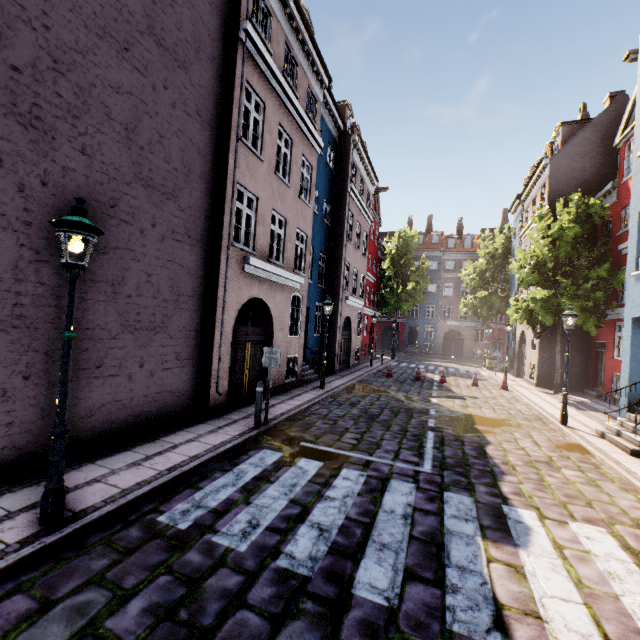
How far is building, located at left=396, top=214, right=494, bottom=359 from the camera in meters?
40.5

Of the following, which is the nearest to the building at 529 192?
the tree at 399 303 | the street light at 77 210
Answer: the street light at 77 210

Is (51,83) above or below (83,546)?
above

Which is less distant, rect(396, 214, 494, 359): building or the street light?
the street light

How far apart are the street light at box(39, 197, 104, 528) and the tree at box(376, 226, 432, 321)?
30.4m

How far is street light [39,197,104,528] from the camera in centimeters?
373cm

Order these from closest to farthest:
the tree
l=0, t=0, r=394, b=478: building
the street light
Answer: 1. the street light
2. l=0, t=0, r=394, b=478: building
3. the tree
